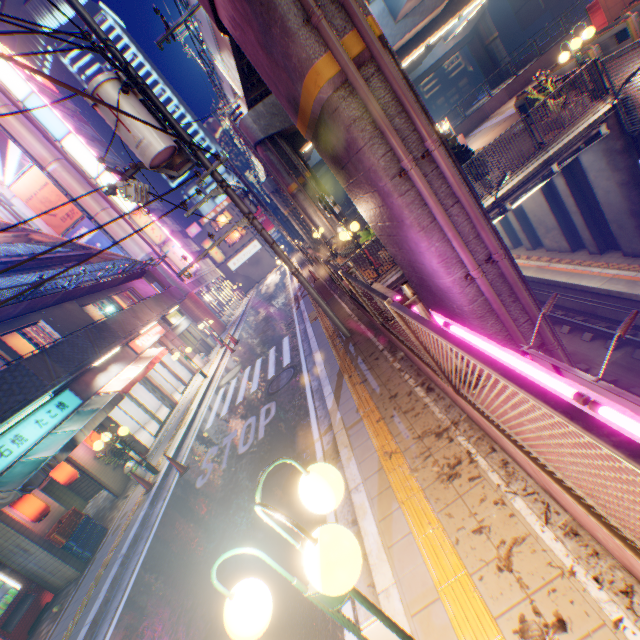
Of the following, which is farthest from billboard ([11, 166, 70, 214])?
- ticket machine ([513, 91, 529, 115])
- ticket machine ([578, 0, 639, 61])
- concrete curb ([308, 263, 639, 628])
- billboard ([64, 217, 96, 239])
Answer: ticket machine ([578, 0, 639, 61])

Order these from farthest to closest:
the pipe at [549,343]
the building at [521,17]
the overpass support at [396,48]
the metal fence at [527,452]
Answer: the building at [521,17] < the pipe at [549,343] < the overpass support at [396,48] < the metal fence at [527,452]

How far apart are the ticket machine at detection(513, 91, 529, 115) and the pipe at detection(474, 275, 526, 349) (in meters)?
11.05

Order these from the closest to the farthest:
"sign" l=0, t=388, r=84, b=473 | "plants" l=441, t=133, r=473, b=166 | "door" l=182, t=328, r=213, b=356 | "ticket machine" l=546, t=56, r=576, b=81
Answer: "sign" l=0, t=388, r=84, b=473 → "plants" l=441, t=133, r=473, b=166 → "ticket machine" l=546, t=56, r=576, b=81 → "door" l=182, t=328, r=213, b=356

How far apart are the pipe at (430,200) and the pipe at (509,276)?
0.3 meters

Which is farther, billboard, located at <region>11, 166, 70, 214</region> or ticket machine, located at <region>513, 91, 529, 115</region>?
billboard, located at <region>11, 166, 70, 214</region>

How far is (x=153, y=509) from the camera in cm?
912

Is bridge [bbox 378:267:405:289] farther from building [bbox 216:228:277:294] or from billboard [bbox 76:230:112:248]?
building [bbox 216:228:277:294]
